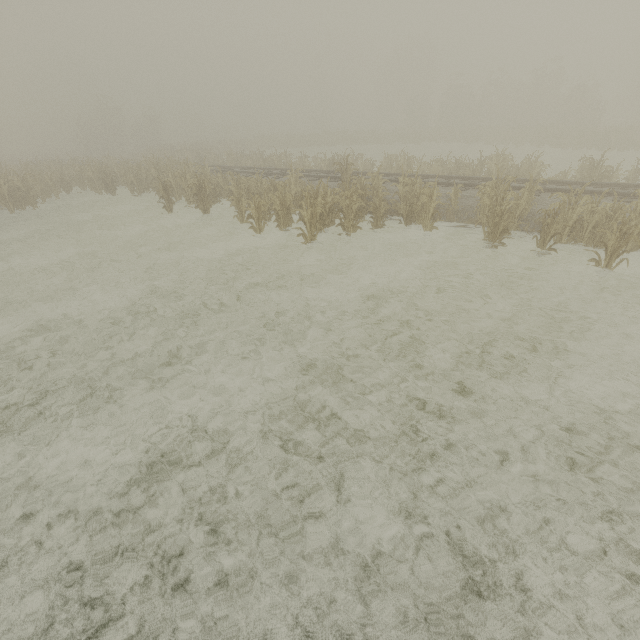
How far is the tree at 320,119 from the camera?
55.5 meters

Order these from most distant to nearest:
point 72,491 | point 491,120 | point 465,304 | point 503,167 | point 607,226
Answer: point 491,120, point 503,167, point 607,226, point 465,304, point 72,491

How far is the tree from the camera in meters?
55.5 m
